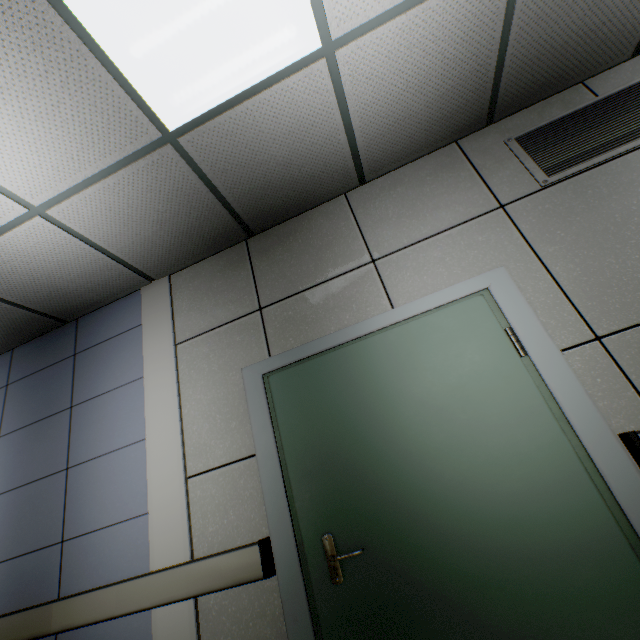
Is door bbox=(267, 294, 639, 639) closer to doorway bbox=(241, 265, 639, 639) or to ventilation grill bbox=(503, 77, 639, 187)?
doorway bbox=(241, 265, 639, 639)

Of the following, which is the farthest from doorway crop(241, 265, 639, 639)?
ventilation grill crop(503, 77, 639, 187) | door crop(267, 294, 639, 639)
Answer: ventilation grill crop(503, 77, 639, 187)

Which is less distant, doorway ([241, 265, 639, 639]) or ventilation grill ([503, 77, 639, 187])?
doorway ([241, 265, 639, 639])

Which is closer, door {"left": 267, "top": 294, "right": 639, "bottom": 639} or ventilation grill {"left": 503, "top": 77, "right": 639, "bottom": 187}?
door {"left": 267, "top": 294, "right": 639, "bottom": 639}

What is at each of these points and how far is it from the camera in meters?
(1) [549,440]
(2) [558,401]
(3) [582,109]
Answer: (1) door, 1.6
(2) doorway, 1.7
(3) ventilation grill, 2.2

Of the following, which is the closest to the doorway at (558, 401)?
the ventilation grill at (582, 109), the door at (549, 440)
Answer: the door at (549, 440)
